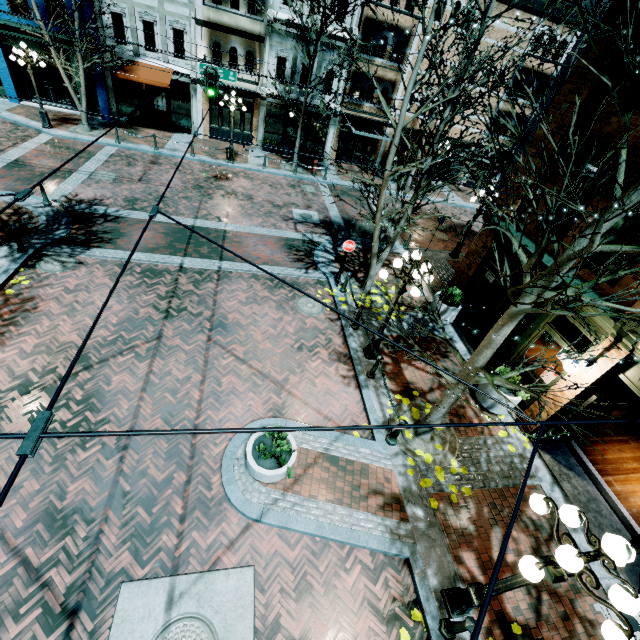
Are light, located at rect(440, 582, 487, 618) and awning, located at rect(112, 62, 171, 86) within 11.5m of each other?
no

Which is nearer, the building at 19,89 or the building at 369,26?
the building at 19,89

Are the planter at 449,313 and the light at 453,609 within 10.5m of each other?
yes

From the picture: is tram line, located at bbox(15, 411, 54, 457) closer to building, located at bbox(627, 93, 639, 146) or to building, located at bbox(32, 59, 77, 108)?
building, located at bbox(627, 93, 639, 146)

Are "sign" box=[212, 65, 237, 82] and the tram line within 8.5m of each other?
no

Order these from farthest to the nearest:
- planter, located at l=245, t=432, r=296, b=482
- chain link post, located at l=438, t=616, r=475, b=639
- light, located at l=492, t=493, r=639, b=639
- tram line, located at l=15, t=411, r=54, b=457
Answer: planter, located at l=245, t=432, r=296, b=482
chain link post, located at l=438, t=616, r=475, b=639
light, located at l=492, t=493, r=639, b=639
tram line, located at l=15, t=411, r=54, b=457

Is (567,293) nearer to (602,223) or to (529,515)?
(602,223)

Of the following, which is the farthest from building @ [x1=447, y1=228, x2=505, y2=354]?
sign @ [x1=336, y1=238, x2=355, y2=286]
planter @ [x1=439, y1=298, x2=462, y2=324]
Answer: sign @ [x1=336, y1=238, x2=355, y2=286]
